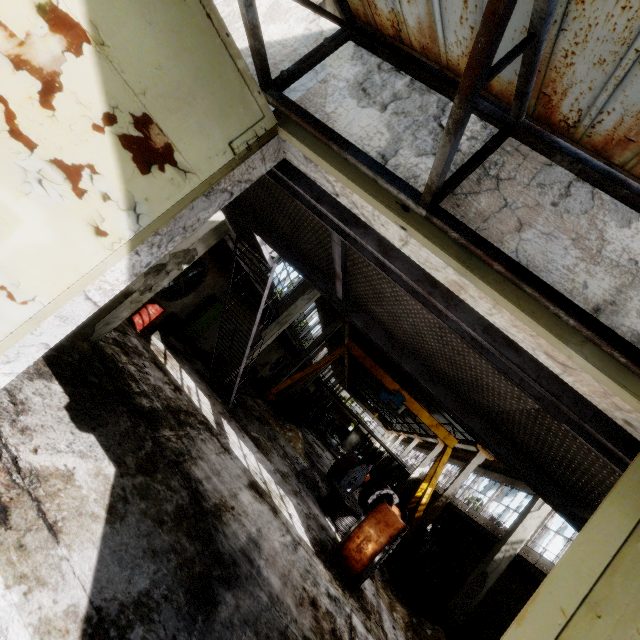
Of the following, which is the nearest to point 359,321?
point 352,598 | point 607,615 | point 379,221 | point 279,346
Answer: point 379,221

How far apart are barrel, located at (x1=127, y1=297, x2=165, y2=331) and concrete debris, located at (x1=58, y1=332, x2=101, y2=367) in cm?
350

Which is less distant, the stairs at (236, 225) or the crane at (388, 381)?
the stairs at (236, 225)

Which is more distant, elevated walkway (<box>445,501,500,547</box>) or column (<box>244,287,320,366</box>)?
column (<box>244,287,320,366</box>)

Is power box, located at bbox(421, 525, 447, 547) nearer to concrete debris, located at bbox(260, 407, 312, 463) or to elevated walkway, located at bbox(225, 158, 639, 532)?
elevated walkway, located at bbox(225, 158, 639, 532)

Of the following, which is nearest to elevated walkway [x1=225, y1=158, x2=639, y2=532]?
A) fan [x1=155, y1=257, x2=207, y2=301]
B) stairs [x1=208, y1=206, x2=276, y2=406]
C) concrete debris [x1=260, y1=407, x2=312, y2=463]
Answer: stairs [x1=208, y1=206, x2=276, y2=406]

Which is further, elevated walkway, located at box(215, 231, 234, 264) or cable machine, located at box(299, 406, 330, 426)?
cable machine, located at box(299, 406, 330, 426)

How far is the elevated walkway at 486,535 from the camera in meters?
13.8 m
